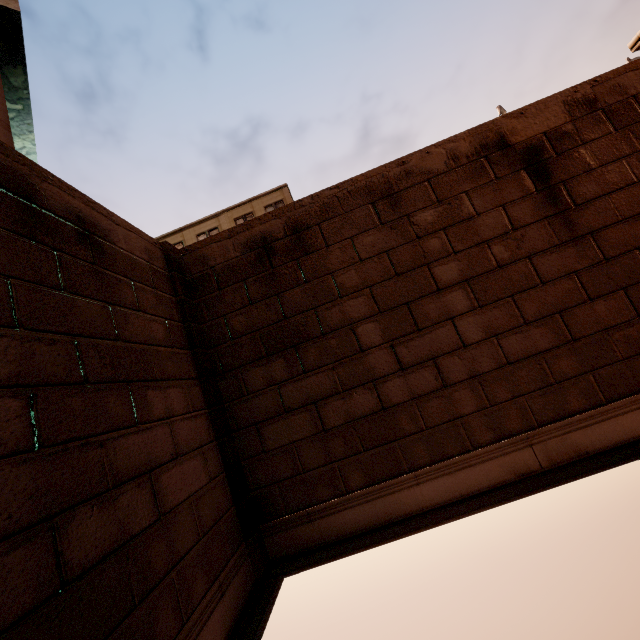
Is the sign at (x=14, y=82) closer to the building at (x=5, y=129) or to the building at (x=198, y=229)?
the building at (x=5, y=129)

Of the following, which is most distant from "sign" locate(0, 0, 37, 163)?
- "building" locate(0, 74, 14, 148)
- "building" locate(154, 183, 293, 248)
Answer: "building" locate(154, 183, 293, 248)

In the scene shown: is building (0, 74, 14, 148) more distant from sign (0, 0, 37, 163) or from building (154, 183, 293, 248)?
building (154, 183, 293, 248)

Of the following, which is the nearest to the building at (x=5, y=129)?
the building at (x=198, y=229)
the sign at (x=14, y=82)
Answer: the sign at (x=14, y=82)

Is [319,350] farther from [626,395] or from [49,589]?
[626,395]

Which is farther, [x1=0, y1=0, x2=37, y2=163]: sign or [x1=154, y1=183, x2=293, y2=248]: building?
[x1=154, y1=183, x2=293, y2=248]: building

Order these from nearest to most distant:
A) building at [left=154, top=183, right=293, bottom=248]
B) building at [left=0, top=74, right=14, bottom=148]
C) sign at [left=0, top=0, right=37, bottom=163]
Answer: building at [left=0, top=74, right=14, bottom=148], sign at [left=0, top=0, right=37, bottom=163], building at [left=154, top=183, right=293, bottom=248]
